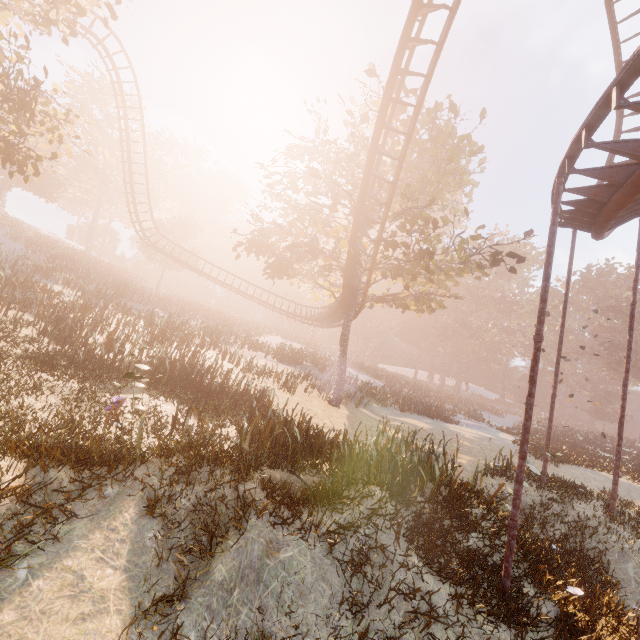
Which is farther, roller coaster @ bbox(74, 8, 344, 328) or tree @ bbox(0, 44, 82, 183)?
roller coaster @ bbox(74, 8, 344, 328)

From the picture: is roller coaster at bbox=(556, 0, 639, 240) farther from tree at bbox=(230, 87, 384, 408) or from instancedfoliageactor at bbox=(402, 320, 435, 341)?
instancedfoliageactor at bbox=(402, 320, 435, 341)

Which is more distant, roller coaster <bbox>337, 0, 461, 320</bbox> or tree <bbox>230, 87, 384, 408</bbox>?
tree <bbox>230, 87, 384, 408</bbox>

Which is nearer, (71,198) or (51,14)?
(51,14)

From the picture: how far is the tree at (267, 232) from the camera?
16.3 meters

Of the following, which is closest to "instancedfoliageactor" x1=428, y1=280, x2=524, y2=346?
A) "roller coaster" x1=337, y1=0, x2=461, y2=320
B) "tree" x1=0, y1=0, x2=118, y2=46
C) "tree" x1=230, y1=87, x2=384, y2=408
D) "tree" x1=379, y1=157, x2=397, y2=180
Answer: "tree" x1=230, y1=87, x2=384, y2=408

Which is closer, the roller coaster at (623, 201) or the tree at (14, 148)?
the roller coaster at (623, 201)
